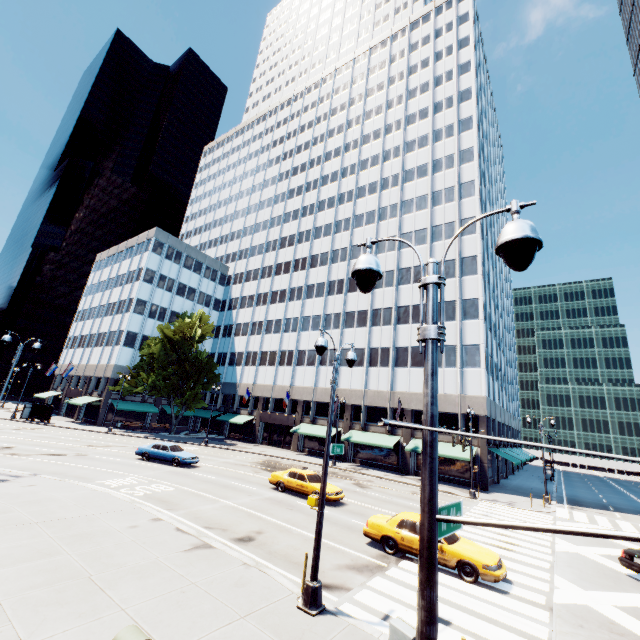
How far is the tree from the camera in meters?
45.0

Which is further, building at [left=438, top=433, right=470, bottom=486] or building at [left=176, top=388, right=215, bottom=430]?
building at [left=176, top=388, right=215, bottom=430]

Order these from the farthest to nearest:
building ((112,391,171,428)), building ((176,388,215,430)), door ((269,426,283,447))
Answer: building ((176,388,215,430))
building ((112,391,171,428))
door ((269,426,283,447))

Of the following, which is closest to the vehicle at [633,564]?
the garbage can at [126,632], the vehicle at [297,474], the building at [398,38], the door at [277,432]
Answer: the vehicle at [297,474]

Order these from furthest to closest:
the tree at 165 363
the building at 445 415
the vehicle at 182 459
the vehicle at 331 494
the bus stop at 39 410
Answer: the tree at 165 363 < the bus stop at 39 410 < the building at 445 415 < the vehicle at 182 459 < the vehicle at 331 494

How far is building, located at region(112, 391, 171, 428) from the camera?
48.73m

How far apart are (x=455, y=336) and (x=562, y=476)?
45.3m
